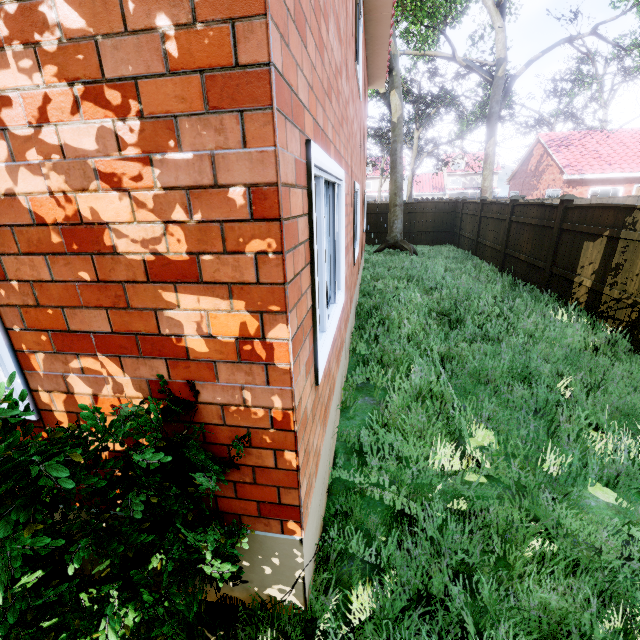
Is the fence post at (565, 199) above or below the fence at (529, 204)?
above

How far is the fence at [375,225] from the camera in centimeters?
1789cm

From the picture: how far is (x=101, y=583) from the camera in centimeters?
157cm

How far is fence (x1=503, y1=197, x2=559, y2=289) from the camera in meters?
8.2 m

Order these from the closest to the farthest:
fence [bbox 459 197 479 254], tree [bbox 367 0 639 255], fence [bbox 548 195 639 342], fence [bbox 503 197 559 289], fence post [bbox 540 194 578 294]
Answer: fence [bbox 548 195 639 342] < fence post [bbox 540 194 578 294] < fence [bbox 503 197 559 289] < fence [bbox 459 197 479 254] < tree [bbox 367 0 639 255]
